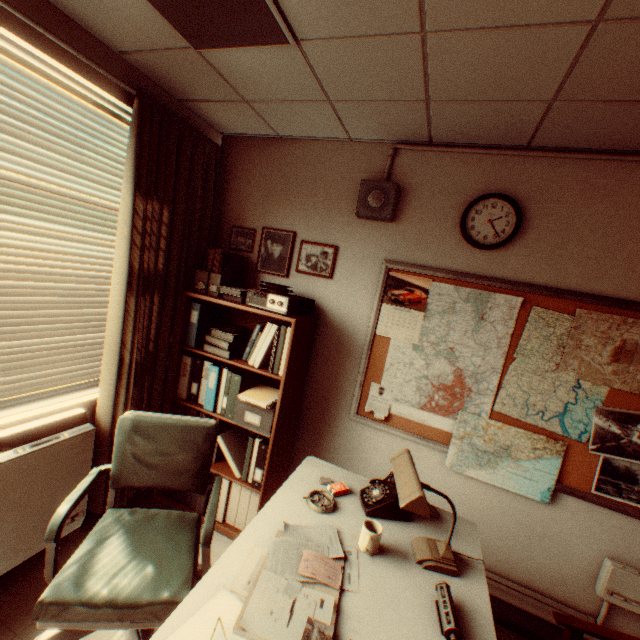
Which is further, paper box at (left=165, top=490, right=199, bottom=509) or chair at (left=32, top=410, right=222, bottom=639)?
paper box at (left=165, top=490, right=199, bottom=509)

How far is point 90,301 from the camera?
2.52m

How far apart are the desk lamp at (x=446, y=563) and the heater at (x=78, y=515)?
2.2 meters

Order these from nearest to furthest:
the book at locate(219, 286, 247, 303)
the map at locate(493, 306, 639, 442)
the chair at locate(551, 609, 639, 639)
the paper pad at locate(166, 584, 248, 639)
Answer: the paper pad at locate(166, 584, 248, 639), the chair at locate(551, 609, 639, 639), the map at locate(493, 306, 639, 442), the book at locate(219, 286, 247, 303)

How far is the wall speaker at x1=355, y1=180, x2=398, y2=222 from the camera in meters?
2.6 m

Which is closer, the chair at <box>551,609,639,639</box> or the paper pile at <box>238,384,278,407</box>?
the chair at <box>551,609,639,639</box>

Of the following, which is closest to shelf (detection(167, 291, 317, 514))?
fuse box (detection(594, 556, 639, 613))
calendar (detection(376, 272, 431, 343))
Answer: calendar (detection(376, 272, 431, 343))

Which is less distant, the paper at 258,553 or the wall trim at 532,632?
the paper at 258,553
